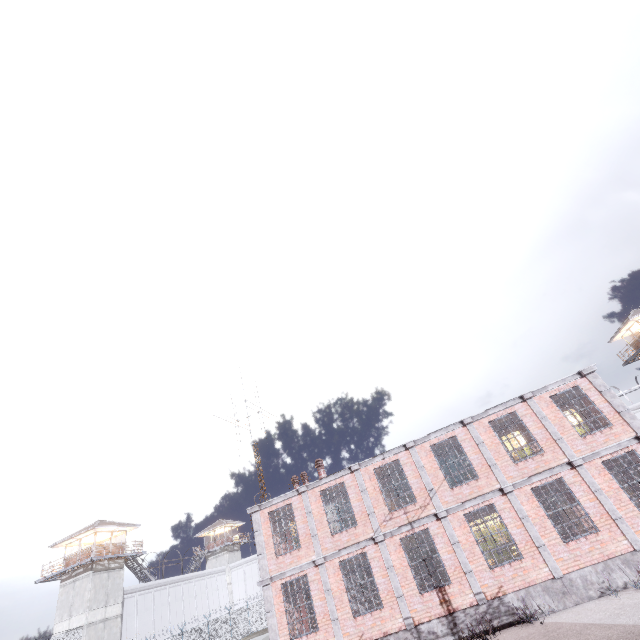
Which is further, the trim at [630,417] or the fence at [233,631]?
the fence at [233,631]

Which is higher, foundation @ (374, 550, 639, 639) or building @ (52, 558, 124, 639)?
building @ (52, 558, 124, 639)

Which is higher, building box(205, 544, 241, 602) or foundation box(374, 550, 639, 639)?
building box(205, 544, 241, 602)

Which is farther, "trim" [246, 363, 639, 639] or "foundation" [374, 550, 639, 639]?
"trim" [246, 363, 639, 639]

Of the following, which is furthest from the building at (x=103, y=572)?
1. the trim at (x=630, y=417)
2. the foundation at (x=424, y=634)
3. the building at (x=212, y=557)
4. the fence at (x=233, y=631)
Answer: the foundation at (x=424, y=634)

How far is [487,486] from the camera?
14.1m

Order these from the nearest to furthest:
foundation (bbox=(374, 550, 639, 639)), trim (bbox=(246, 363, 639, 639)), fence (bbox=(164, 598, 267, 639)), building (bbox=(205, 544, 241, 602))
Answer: foundation (bbox=(374, 550, 639, 639))
trim (bbox=(246, 363, 639, 639))
fence (bbox=(164, 598, 267, 639))
building (bbox=(205, 544, 241, 602))

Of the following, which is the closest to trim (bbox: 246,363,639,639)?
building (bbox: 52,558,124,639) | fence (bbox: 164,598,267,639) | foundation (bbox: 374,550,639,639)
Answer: foundation (bbox: 374,550,639,639)
